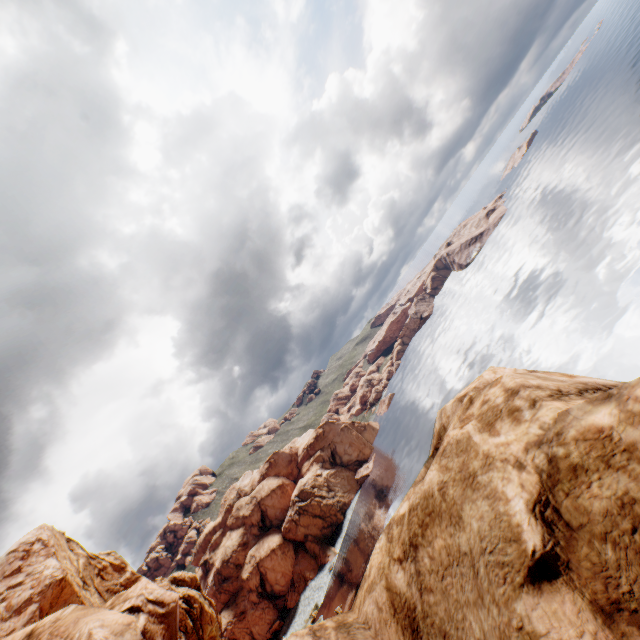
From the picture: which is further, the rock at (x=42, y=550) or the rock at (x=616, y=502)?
the rock at (x=42, y=550)

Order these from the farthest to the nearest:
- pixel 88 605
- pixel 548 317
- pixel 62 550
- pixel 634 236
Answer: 1. pixel 548 317
2. pixel 634 236
3. pixel 62 550
4. pixel 88 605

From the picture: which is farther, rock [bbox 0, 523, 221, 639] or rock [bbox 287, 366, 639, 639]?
rock [bbox 0, 523, 221, 639]
